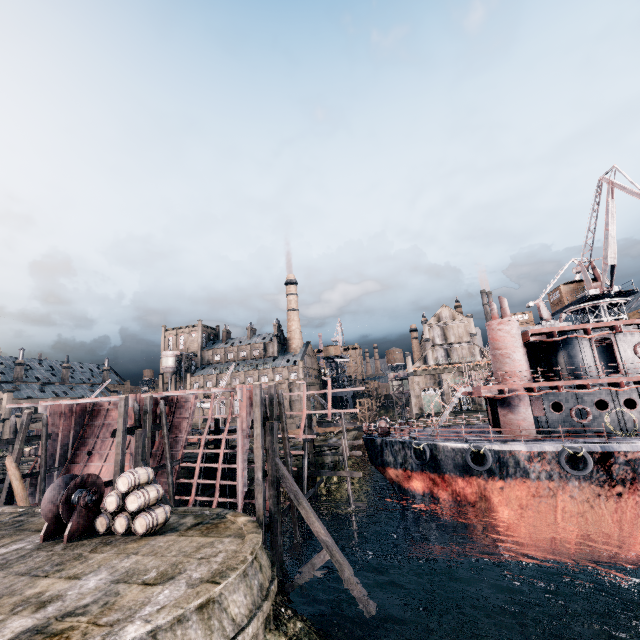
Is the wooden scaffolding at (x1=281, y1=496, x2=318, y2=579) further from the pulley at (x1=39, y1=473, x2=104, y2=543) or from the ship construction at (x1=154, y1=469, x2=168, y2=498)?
the pulley at (x1=39, y1=473, x2=104, y2=543)

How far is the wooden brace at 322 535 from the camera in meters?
15.5 m

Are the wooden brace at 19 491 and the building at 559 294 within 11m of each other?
no

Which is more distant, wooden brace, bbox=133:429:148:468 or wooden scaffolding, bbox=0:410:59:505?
wooden scaffolding, bbox=0:410:59:505

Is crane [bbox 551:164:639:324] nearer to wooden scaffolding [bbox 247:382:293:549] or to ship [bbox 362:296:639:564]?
ship [bbox 362:296:639:564]

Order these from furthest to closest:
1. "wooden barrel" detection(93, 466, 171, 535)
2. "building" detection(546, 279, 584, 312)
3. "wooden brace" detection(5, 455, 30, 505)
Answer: "building" detection(546, 279, 584, 312) → "wooden brace" detection(5, 455, 30, 505) → "wooden barrel" detection(93, 466, 171, 535)

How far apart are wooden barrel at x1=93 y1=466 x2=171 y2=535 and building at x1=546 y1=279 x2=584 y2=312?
49.8 meters

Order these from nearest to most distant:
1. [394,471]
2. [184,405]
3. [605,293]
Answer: [394,471]
[184,405]
[605,293]
